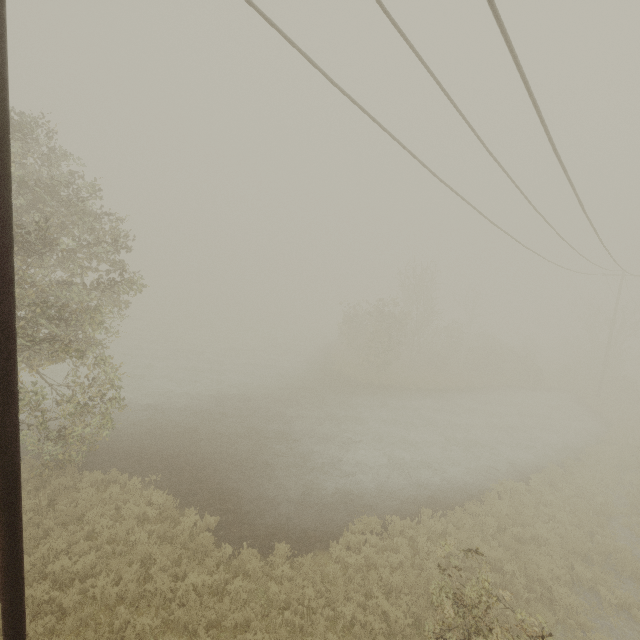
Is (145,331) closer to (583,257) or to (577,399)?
(583,257)
